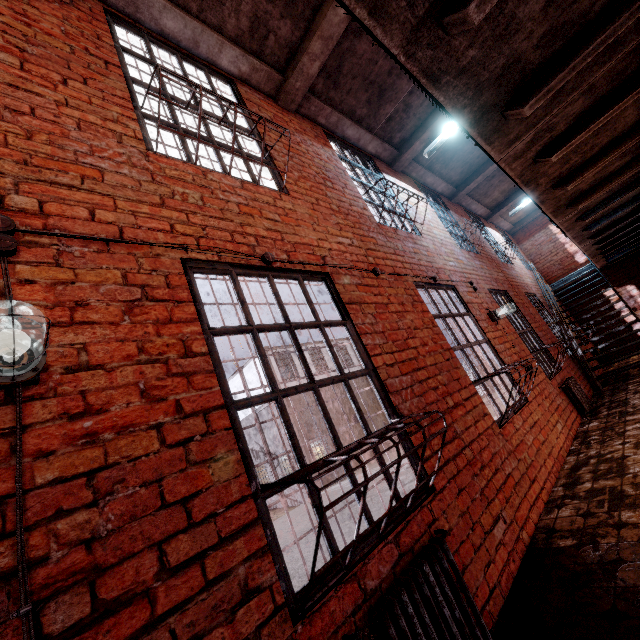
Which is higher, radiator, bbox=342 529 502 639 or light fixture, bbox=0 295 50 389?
light fixture, bbox=0 295 50 389

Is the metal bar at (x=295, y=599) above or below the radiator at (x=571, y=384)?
above

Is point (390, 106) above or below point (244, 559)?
above

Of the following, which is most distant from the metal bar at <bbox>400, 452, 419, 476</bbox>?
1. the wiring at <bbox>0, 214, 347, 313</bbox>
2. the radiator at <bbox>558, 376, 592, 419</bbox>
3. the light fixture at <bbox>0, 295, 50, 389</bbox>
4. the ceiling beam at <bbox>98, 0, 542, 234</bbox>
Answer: the radiator at <bbox>558, 376, 592, 419</bbox>

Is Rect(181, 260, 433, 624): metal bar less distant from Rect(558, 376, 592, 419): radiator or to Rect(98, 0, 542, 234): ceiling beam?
Rect(98, 0, 542, 234): ceiling beam

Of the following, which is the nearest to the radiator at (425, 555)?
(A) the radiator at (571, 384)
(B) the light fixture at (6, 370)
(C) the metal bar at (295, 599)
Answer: (C) the metal bar at (295, 599)

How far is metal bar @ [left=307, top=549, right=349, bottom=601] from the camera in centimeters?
152cm

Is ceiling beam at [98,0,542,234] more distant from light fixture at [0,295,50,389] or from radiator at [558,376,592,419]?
radiator at [558,376,592,419]
